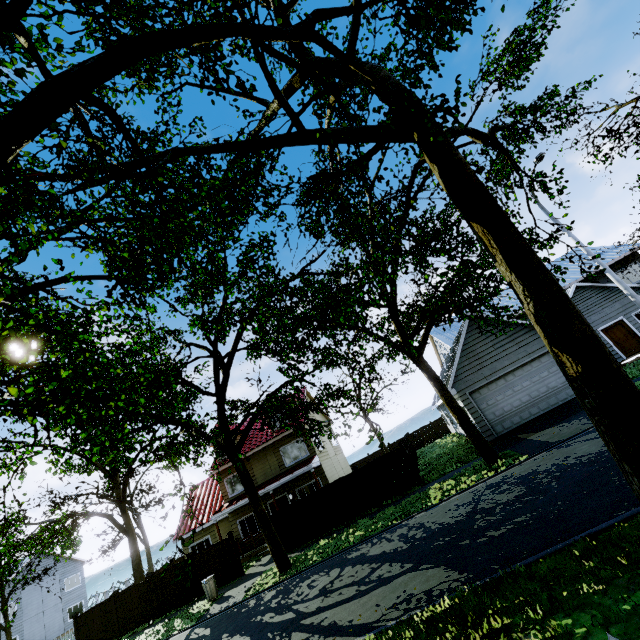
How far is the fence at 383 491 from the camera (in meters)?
16.77

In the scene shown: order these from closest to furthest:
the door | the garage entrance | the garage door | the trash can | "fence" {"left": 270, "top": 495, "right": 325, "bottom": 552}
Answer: the garage entrance, the trash can, the garage door, "fence" {"left": 270, "top": 495, "right": 325, "bottom": 552}, the door

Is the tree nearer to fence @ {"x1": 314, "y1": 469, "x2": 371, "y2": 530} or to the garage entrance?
fence @ {"x1": 314, "y1": 469, "x2": 371, "y2": 530}

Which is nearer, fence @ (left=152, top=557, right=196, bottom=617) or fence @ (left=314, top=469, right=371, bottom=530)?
fence @ (left=314, top=469, right=371, bottom=530)

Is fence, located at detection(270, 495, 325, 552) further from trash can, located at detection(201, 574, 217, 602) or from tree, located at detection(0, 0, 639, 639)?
trash can, located at detection(201, 574, 217, 602)

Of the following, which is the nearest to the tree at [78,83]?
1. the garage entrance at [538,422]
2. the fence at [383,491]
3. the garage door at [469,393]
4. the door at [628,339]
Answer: the fence at [383,491]

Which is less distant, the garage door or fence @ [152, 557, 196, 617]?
the garage door

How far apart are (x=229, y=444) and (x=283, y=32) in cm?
1502
